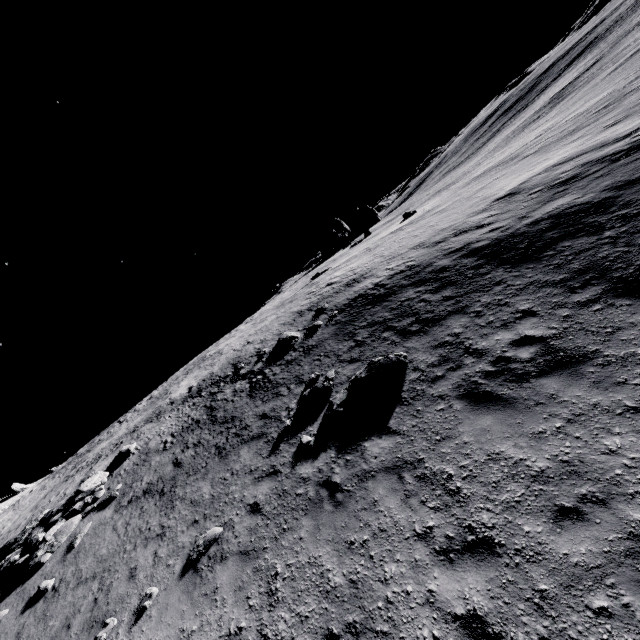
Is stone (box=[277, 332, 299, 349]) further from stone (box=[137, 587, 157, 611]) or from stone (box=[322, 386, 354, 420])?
stone (box=[137, 587, 157, 611])

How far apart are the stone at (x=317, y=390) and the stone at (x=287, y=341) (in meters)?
5.20

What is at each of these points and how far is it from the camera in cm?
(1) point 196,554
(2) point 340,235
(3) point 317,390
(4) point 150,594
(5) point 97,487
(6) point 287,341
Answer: (1) stone, 834
(2) stone, 4412
(3) stone, 1134
(4) stone, 805
(5) stone, 1510
(6) stone, 1756

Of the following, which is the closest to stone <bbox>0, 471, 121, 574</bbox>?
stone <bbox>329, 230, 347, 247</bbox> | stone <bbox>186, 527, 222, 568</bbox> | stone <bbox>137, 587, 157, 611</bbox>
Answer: stone <bbox>137, 587, 157, 611</bbox>

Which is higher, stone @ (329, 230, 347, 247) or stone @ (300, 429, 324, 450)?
stone @ (329, 230, 347, 247)

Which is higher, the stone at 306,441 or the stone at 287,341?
the stone at 287,341

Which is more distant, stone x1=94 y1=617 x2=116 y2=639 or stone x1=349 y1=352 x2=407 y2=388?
stone x1=349 y1=352 x2=407 y2=388

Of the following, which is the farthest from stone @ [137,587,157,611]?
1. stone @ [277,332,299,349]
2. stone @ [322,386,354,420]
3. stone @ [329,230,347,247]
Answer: stone @ [329,230,347,247]
